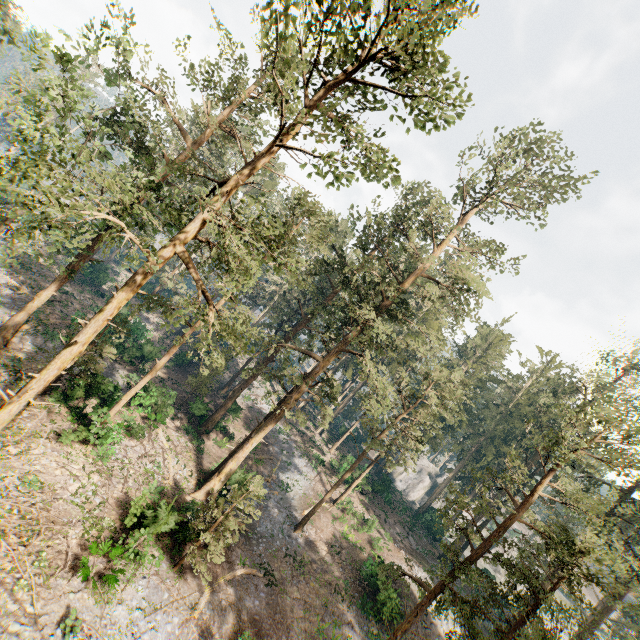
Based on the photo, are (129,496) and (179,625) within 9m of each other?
yes
